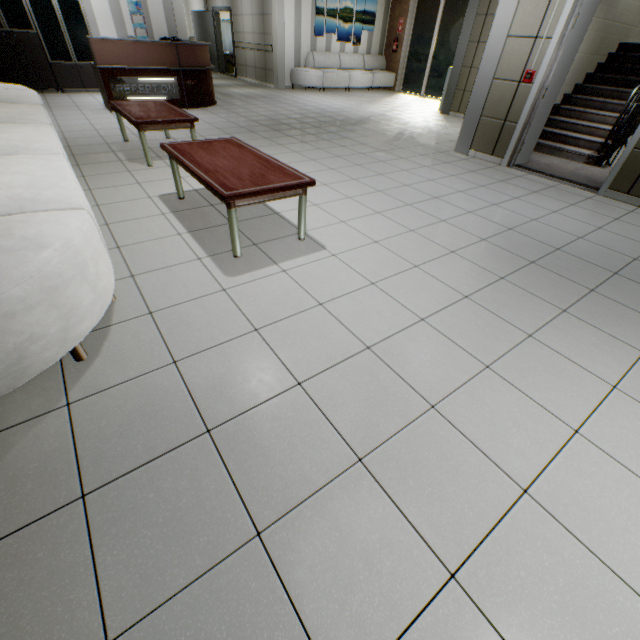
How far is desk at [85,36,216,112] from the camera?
6.3 meters

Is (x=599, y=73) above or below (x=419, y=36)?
below

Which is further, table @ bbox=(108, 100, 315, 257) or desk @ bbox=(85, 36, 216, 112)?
desk @ bbox=(85, 36, 216, 112)

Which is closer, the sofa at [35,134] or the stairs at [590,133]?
the sofa at [35,134]

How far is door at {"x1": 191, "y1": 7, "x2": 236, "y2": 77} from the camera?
13.04m

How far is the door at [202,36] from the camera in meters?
13.0

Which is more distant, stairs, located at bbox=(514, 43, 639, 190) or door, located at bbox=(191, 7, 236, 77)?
door, located at bbox=(191, 7, 236, 77)

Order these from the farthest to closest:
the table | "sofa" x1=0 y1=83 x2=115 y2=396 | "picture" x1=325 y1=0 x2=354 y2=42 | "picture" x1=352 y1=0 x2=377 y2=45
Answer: "picture" x1=352 y1=0 x2=377 y2=45
"picture" x1=325 y1=0 x2=354 y2=42
the table
"sofa" x1=0 y1=83 x2=115 y2=396
